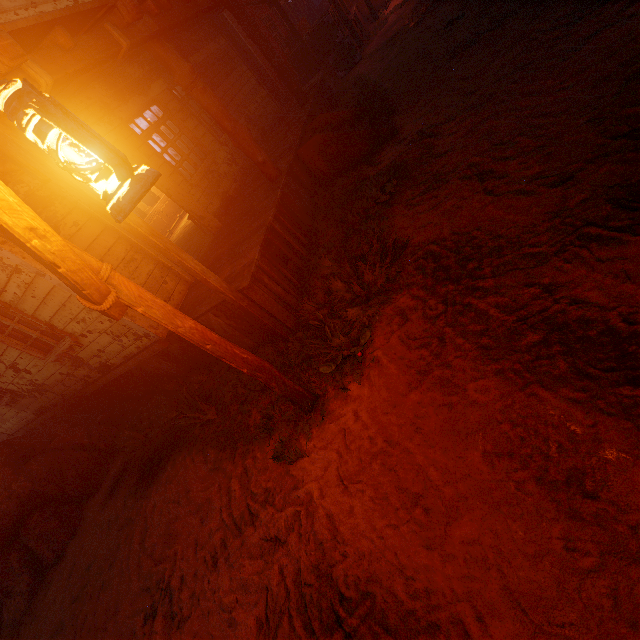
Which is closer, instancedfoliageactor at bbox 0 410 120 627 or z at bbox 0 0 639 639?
z at bbox 0 0 639 639

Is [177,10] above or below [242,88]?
above

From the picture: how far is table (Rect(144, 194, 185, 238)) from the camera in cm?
1164

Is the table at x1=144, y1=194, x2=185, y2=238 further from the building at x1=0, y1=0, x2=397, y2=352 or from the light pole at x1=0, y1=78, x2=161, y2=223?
the light pole at x1=0, y1=78, x2=161, y2=223

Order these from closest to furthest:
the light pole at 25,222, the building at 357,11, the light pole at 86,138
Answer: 1. the light pole at 86,138
2. the light pole at 25,222
3. the building at 357,11

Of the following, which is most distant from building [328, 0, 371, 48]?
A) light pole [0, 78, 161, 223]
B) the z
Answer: light pole [0, 78, 161, 223]

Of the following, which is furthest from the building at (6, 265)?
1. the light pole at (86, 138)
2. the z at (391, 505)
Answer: the light pole at (86, 138)

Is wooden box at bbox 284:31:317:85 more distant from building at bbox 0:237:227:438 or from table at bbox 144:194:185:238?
table at bbox 144:194:185:238
